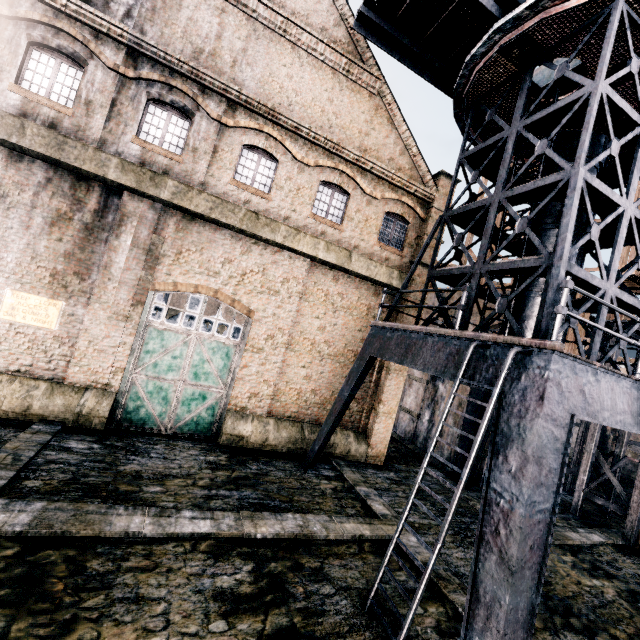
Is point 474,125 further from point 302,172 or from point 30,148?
point 30,148

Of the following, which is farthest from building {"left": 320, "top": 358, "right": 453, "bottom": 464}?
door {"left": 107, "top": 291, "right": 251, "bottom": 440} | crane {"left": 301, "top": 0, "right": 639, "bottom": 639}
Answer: crane {"left": 301, "top": 0, "right": 639, "bottom": 639}

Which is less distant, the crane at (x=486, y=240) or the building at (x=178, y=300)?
the crane at (x=486, y=240)

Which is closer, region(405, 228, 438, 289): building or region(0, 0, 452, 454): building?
region(0, 0, 452, 454): building

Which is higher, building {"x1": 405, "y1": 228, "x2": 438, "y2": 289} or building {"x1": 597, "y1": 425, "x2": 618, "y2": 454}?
building {"x1": 405, "y1": 228, "x2": 438, "y2": 289}

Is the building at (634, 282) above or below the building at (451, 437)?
above

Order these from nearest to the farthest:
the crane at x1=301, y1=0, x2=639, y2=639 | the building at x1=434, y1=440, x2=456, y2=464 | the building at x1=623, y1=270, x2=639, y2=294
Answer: the crane at x1=301, y1=0, x2=639, y2=639 < the building at x1=623, y1=270, x2=639, y2=294 < the building at x1=434, y1=440, x2=456, y2=464
